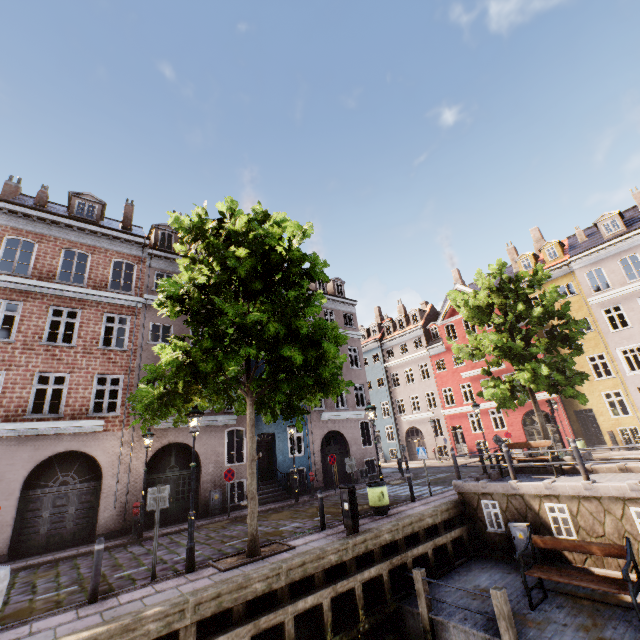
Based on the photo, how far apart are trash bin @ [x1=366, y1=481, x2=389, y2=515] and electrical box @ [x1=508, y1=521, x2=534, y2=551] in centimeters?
365cm

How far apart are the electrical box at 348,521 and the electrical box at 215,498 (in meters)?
8.44

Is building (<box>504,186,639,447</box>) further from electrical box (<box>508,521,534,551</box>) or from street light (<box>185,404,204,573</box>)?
electrical box (<box>508,521,534,551</box>)

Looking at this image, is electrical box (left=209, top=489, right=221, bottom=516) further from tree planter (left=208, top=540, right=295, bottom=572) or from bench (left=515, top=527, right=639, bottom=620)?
bench (left=515, top=527, right=639, bottom=620)

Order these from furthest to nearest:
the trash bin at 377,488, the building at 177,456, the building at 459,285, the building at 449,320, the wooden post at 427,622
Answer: the building at 459,285 → the building at 449,320 → the building at 177,456 → the trash bin at 377,488 → the wooden post at 427,622

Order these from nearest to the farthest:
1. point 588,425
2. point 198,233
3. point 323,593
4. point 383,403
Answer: point 323,593, point 198,233, point 588,425, point 383,403

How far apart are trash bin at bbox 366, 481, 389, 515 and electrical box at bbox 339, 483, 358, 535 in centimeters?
201cm

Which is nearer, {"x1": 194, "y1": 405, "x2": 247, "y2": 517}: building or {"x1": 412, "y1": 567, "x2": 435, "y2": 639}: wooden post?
{"x1": 412, "y1": 567, "x2": 435, "y2": 639}: wooden post
